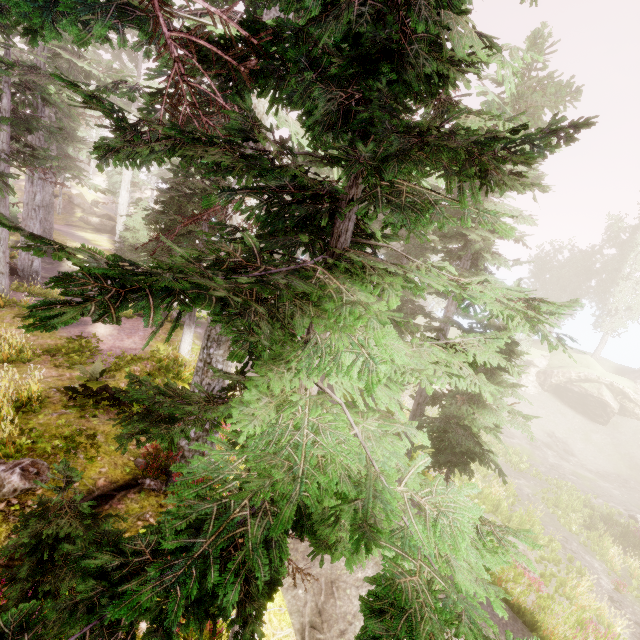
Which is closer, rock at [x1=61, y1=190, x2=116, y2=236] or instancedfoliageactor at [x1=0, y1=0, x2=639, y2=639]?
instancedfoliageactor at [x1=0, y1=0, x2=639, y2=639]

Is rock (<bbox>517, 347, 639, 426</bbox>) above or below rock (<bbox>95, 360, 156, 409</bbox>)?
below

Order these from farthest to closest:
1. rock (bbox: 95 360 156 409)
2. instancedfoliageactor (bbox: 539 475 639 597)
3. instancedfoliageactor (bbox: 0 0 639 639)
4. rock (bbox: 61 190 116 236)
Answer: rock (bbox: 61 190 116 236)
instancedfoliageactor (bbox: 539 475 639 597)
rock (bbox: 95 360 156 409)
instancedfoliageactor (bbox: 0 0 639 639)

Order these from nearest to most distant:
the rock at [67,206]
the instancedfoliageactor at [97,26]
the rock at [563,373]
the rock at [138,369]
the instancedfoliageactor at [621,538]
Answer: the instancedfoliageactor at [97,26] < the rock at [138,369] < the instancedfoliageactor at [621,538] < the rock at [563,373] < the rock at [67,206]

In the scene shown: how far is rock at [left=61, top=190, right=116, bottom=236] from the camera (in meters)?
39.59

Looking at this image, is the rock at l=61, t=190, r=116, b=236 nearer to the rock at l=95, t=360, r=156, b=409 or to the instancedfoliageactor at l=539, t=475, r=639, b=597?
the instancedfoliageactor at l=539, t=475, r=639, b=597

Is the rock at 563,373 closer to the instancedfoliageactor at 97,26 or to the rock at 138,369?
the instancedfoliageactor at 97,26

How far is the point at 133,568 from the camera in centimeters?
212cm
